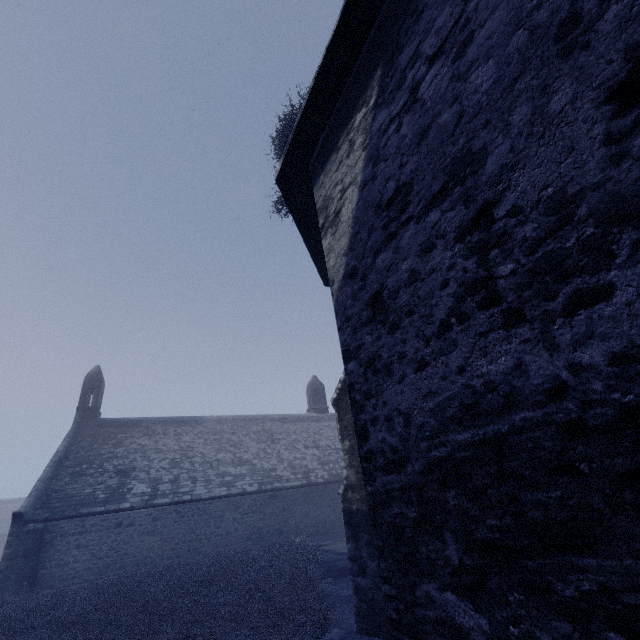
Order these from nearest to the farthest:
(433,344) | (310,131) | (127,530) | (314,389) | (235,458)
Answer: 1. (433,344)
2. (310,131)
3. (127,530)
4. (235,458)
5. (314,389)
